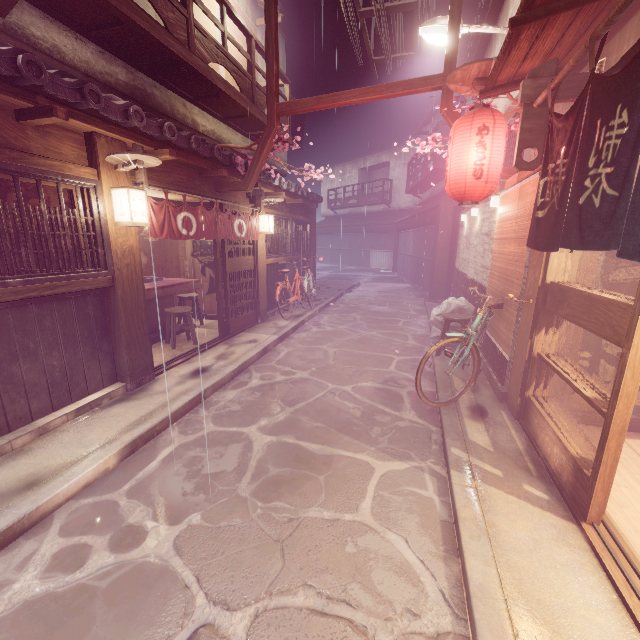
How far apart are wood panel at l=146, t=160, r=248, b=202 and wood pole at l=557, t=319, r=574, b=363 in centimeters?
975cm

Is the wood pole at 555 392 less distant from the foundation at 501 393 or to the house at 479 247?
the foundation at 501 393

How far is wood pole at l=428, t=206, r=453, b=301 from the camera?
19.4m

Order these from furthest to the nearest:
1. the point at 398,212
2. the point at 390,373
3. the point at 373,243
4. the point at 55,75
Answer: the point at 373,243 < the point at 398,212 < the point at 390,373 < the point at 55,75

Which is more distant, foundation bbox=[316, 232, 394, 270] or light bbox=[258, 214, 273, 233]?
foundation bbox=[316, 232, 394, 270]

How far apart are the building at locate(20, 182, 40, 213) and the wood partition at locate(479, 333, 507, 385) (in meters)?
10.83

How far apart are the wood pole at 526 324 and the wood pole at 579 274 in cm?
43

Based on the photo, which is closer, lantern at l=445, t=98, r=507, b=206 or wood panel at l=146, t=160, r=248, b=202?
lantern at l=445, t=98, r=507, b=206
